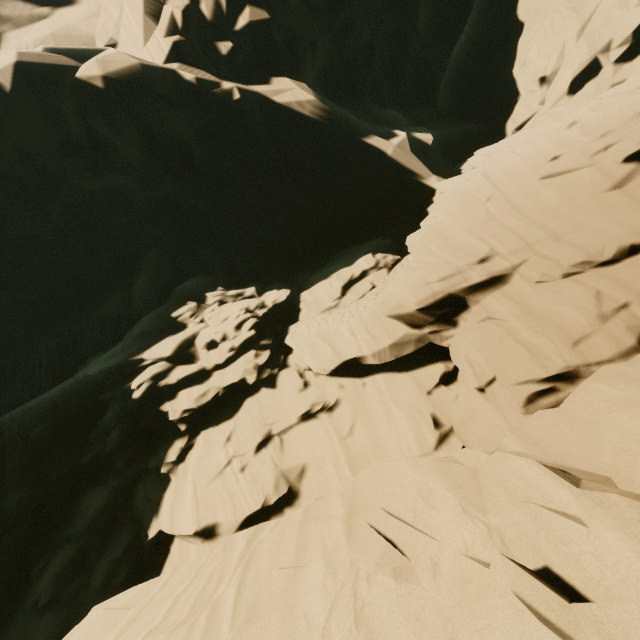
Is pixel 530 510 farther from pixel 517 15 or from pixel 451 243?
pixel 517 15
